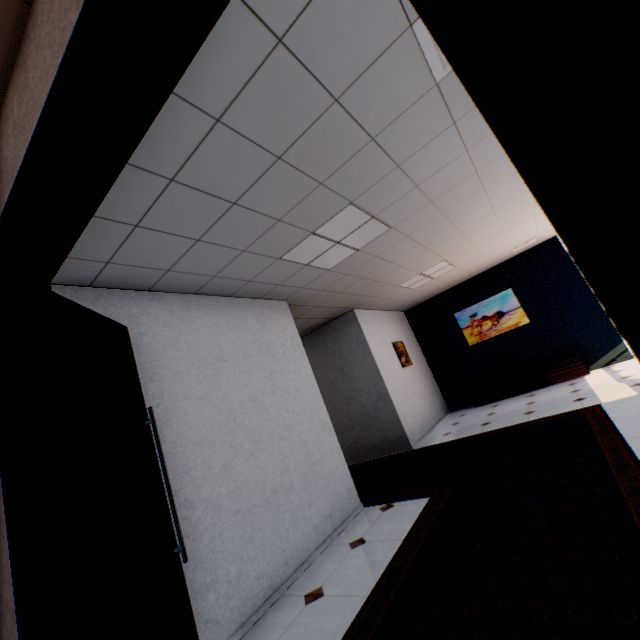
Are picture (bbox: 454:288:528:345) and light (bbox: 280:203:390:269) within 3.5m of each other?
no

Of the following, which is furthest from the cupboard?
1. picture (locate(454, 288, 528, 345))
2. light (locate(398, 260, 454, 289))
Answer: light (locate(398, 260, 454, 289))

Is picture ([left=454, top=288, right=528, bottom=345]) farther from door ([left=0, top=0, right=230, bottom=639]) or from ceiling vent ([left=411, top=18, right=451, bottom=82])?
door ([left=0, top=0, right=230, bottom=639])

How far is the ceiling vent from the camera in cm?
169

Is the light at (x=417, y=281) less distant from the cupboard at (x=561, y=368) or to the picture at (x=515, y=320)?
the picture at (x=515, y=320)

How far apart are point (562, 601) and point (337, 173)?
3.0m

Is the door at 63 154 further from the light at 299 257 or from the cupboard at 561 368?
the cupboard at 561 368

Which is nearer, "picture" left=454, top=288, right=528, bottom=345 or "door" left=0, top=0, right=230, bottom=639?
"door" left=0, top=0, right=230, bottom=639
